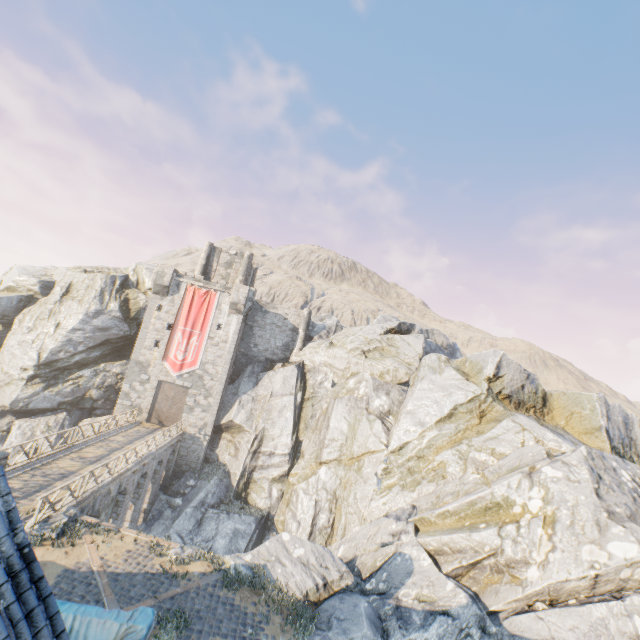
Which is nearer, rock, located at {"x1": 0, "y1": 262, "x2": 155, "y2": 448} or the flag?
rock, located at {"x1": 0, "y1": 262, "x2": 155, "y2": 448}

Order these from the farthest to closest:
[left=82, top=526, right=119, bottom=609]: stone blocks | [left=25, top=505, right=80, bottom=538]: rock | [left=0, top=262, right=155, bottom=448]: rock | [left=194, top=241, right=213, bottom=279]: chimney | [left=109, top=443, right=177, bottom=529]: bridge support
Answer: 1. [left=194, top=241, right=213, bottom=279]: chimney
2. [left=0, top=262, right=155, bottom=448]: rock
3. [left=109, top=443, right=177, bottom=529]: bridge support
4. [left=25, top=505, right=80, bottom=538]: rock
5. [left=82, top=526, right=119, bottom=609]: stone blocks

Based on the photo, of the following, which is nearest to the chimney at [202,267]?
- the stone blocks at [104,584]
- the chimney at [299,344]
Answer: the chimney at [299,344]

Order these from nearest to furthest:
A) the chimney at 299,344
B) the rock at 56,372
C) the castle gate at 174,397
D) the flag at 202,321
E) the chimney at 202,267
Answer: the rock at 56,372 → the castle gate at 174,397 → the flag at 202,321 → the chimney at 299,344 → the chimney at 202,267

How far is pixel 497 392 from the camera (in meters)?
21.80

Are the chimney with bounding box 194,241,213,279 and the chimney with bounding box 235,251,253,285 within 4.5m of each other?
yes

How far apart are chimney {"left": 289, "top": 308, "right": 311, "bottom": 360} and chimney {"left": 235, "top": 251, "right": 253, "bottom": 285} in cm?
734

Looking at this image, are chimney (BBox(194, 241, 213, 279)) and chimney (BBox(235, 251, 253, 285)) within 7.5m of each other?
yes
